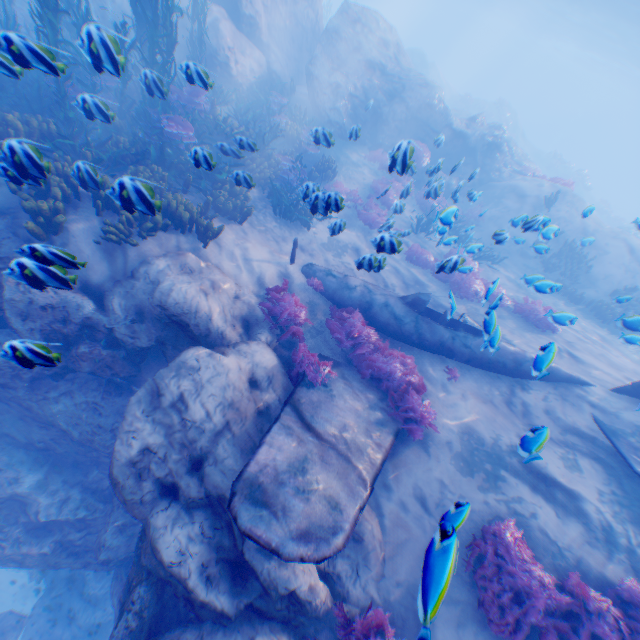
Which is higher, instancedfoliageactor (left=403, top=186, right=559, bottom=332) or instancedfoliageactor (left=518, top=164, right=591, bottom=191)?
instancedfoliageactor (left=518, top=164, right=591, bottom=191)

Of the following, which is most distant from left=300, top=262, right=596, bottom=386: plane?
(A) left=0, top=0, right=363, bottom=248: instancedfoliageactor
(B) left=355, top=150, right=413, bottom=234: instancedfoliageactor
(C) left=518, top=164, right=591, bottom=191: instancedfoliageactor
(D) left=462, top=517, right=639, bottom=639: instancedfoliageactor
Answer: (C) left=518, top=164, right=591, bottom=191: instancedfoliageactor

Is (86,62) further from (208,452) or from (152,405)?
(208,452)

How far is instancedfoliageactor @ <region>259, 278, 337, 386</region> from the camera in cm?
692

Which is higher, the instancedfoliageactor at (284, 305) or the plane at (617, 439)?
the plane at (617, 439)

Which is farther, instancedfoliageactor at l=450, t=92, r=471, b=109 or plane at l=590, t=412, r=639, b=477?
instancedfoliageactor at l=450, t=92, r=471, b=109

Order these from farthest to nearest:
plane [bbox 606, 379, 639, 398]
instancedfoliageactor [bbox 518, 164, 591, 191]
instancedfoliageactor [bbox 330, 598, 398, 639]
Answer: instancedfoliageactor [bbox 518, 164, 591, 191]
plane [bbox 606, 379, 639, 398]
instancedfoliageactor [bbox 330, 598, 398, 639]

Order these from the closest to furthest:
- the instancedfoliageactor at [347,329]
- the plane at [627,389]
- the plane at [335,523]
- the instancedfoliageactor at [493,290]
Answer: the plane at [335,523] < the instancedfoliageactor at [493,290] < the instancedfoliageactor at [347,329] < the plane at [627,389]
